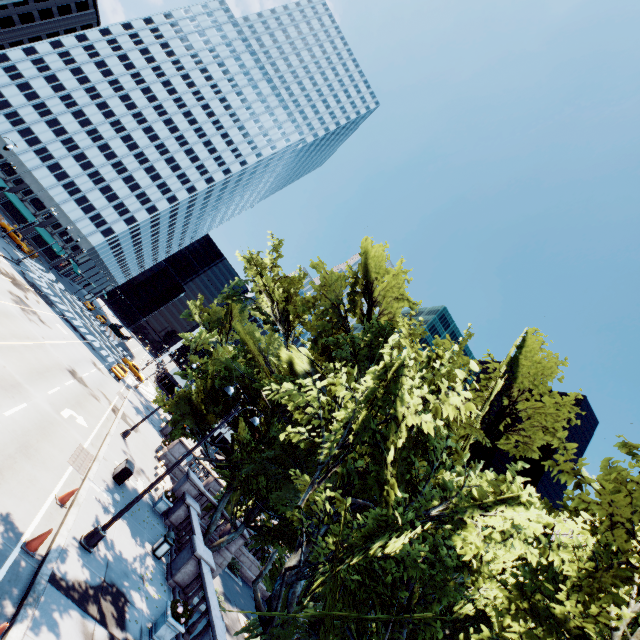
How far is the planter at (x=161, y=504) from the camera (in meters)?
19.12

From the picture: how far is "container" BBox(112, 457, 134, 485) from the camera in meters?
17.4

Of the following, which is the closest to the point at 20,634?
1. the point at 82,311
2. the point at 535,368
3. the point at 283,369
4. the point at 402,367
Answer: the point at 402,367

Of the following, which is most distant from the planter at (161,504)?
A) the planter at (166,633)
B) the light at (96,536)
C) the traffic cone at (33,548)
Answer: the traffic cone at (33,548)

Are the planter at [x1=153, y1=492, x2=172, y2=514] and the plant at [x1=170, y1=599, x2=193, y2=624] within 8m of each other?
no

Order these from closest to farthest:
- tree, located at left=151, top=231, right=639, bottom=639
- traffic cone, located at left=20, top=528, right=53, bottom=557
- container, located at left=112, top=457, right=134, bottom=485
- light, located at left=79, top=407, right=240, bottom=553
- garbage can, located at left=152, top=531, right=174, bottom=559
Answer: tree, located at left=151, top=231, right=639, bottom=639 → traffic cone, located at left=20, top=528, right=53, bottom=557 → light, located at left=79, top=407, right=240, bottom=553 → garbage can, located at left=152, top=531, right=174, bottom=559 → container, located at left=112, top=457, right=134, bottom=485

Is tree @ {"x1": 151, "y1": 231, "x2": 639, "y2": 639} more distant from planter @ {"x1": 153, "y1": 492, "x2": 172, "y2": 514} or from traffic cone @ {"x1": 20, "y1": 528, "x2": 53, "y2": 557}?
traffic cone @ {"x1": 20, "y1": 528, "x2": 53, "y2": 557}
